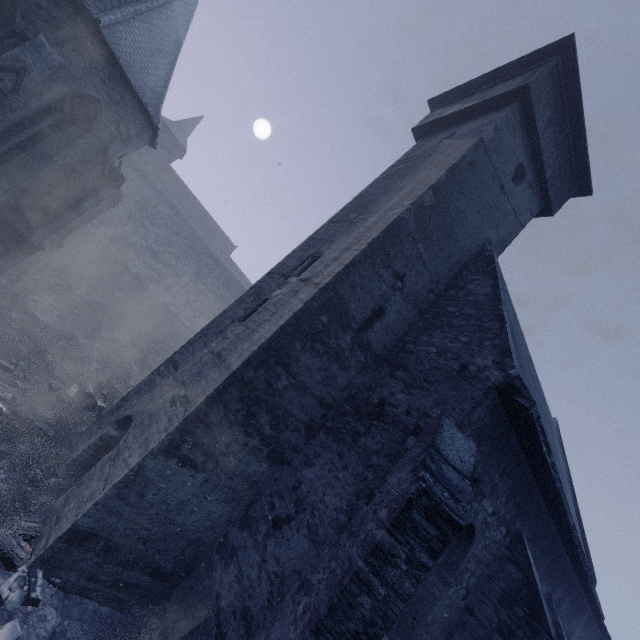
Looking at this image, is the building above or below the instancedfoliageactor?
above

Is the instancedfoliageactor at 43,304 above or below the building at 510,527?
below

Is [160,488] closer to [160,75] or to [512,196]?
[512,196]
